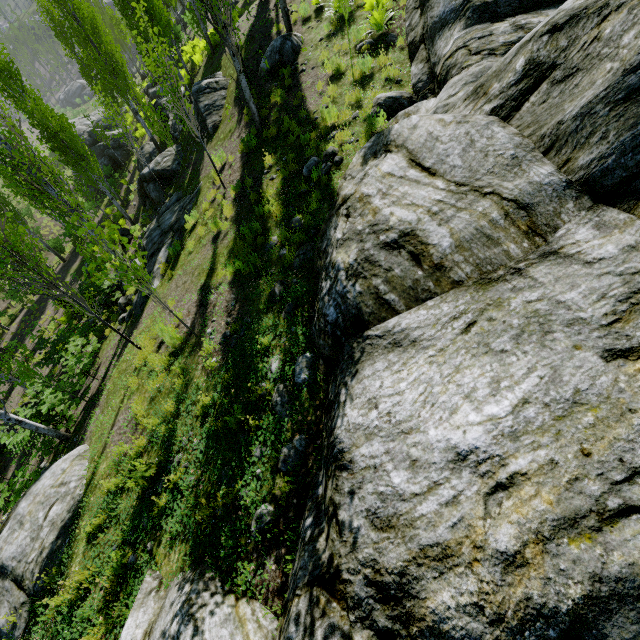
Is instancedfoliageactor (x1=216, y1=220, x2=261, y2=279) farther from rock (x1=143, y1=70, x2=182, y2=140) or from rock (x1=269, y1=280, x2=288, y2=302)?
rock (x1=143, y1=70, x2=182, y2=140)

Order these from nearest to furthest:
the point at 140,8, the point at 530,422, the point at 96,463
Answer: the point at 530,422, the point at 96,463, the point at 140,8

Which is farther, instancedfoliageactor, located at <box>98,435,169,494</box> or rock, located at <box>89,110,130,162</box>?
rock, located at <box>89,110,130,162</box>

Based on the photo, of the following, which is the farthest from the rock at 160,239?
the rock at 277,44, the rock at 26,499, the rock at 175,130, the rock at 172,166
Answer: the rock at 175,130

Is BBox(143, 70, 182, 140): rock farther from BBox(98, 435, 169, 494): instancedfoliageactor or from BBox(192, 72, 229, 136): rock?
BBox(192, 72, 229, 136): rock

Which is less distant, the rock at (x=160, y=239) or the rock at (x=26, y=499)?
the rock at (x=26, y=499)

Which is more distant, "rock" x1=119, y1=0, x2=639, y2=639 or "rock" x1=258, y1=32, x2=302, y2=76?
"rock" x1=258, y1=32, x2=302, y2=76

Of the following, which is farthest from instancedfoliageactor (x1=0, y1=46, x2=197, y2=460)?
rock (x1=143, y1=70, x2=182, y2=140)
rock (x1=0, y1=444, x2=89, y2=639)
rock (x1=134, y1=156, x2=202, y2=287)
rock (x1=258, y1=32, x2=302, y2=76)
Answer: rock (x1=258, y1=32, x2=302, y2=76)
